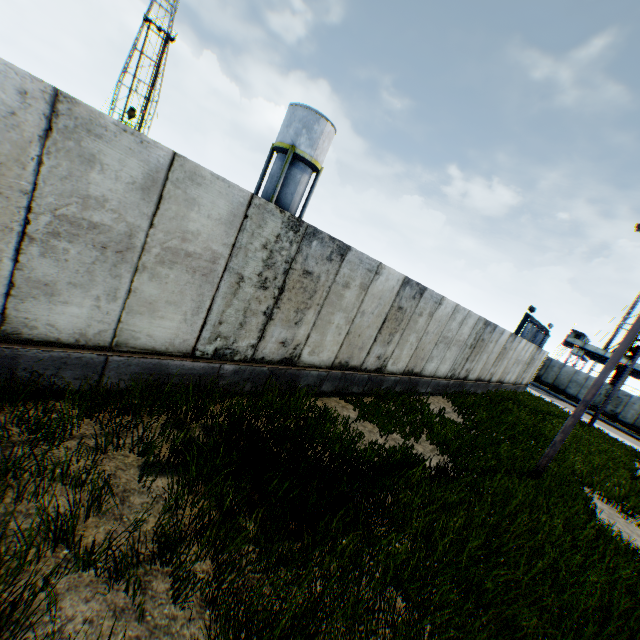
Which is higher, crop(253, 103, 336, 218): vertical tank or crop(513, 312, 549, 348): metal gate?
crop(253, 103, 336, 218): vertical tank

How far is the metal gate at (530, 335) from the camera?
29.5 meters

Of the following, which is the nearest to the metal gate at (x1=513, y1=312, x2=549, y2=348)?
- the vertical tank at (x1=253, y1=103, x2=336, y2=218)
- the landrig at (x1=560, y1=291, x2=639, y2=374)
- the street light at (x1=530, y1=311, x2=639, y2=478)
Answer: the landrig at (x1=560, y1=291, x2=639, y2=374)

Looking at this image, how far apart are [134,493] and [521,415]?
17.10m

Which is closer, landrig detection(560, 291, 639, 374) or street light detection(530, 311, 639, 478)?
street light detection(530, 311, 639, 478)

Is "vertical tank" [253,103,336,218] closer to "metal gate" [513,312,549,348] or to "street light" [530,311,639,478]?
"street light" [530,311,639,478]

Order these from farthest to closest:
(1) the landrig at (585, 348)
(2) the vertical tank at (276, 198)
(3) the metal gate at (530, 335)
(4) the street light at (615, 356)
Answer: (1) the landrig at (585, 348)
(3) the metal gate at (530, 335)
(2) the vertical tank at (276, 198)
(4) the street light at (615, 356)

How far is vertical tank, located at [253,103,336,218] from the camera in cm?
2384
